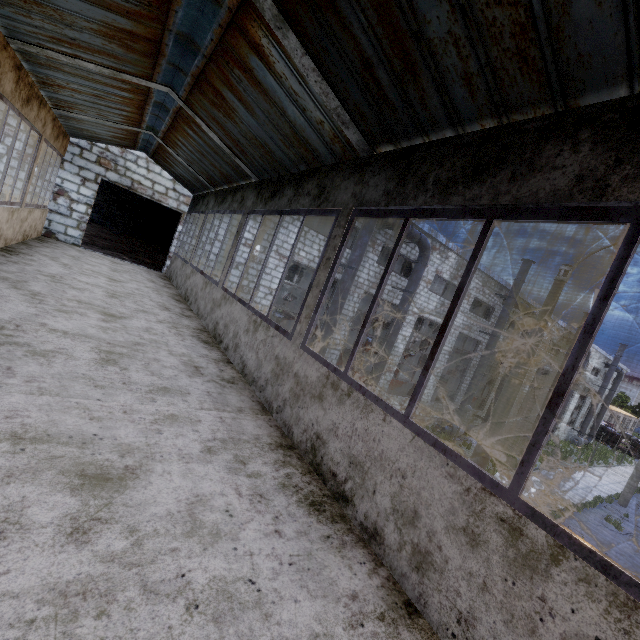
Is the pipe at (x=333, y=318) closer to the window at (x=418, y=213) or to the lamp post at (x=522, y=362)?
the lamp post at (x=522, y=362)

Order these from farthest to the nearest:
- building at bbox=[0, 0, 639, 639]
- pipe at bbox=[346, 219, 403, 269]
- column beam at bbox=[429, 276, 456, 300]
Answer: column beam at bbox=[429, 276, 456, 300], pipe at bbox=[346, 219, 403, 269], building at bbox=[0, 0, 639, 639]

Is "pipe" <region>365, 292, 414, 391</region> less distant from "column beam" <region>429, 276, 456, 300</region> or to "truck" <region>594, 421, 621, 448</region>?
"column beam" <region>429, 276, 456, 300</region>

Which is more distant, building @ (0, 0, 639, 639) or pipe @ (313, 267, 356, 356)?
pipe @ (313, 267, 356, 356)

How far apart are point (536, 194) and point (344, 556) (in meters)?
2.41

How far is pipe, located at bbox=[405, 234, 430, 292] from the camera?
15.64m

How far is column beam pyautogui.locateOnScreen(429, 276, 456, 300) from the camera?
27.84m

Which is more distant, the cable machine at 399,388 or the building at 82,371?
the cable machine at 399,388
